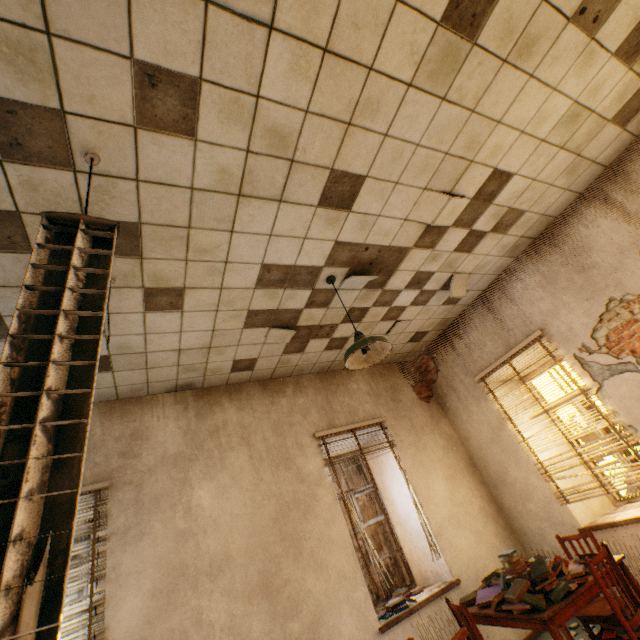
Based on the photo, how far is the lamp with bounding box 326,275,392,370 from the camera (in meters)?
2.83

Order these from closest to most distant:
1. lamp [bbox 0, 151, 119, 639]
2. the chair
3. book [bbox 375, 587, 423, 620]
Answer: lamp [bbox 0, 151, 119, 639]
the chair
book [bbox 375, 587, 423, 620]

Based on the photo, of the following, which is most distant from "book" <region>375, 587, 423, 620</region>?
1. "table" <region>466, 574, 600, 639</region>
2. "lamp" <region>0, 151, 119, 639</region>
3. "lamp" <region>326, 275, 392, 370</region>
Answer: "lamp" <region>0, 151, 119, 639</region>

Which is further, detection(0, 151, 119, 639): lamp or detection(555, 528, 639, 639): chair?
detection(555, 528, 639, 639): chair

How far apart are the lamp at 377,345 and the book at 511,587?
2.23m

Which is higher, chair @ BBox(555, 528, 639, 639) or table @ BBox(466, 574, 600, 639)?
table @ BBox(466, 574, 600, 639)

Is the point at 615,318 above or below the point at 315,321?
below

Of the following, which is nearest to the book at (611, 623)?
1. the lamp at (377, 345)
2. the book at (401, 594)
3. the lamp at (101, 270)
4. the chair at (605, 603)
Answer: the chair at (605, 603)
